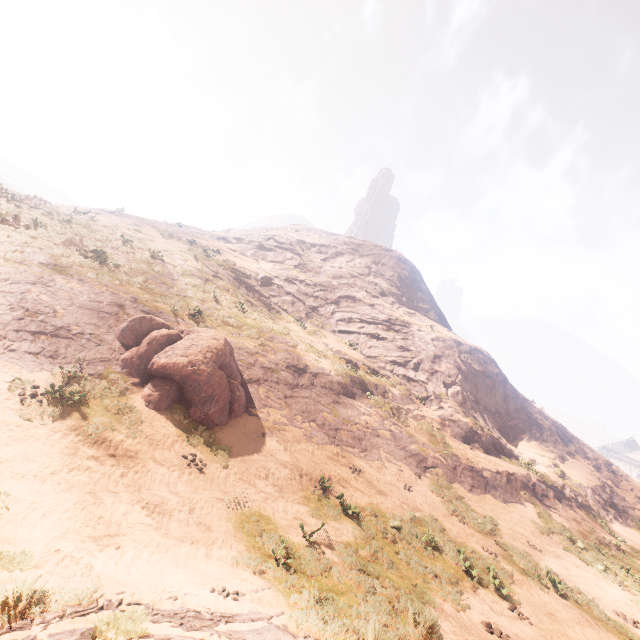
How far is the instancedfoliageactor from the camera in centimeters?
1141cm

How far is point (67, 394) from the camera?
9.7m

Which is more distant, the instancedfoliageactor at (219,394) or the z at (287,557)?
the instancedfoliageactor at (219,394)

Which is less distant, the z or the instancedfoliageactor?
the z

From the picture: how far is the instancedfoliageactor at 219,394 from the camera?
11.4m
